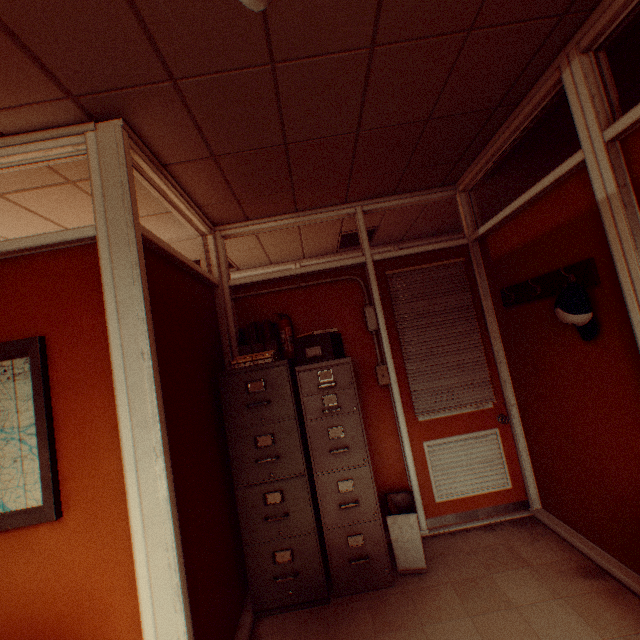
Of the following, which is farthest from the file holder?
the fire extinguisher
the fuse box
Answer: the fuse box

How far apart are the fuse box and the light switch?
0.4m

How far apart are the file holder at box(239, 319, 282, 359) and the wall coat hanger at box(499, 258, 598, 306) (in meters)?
2.21

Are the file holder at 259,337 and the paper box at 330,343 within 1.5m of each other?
yes

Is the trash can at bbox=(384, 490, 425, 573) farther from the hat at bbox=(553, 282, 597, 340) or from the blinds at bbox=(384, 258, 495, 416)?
the hat at bbox=(553, 282, 597, 340)

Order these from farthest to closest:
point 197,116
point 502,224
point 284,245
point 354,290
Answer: point 284,245 < point 354,290 < point 502,224 < point 197,116

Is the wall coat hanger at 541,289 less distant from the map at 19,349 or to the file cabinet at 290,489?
the file cabinet at 290,489

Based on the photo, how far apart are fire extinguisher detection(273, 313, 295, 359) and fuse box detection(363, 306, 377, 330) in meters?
0.9 m
